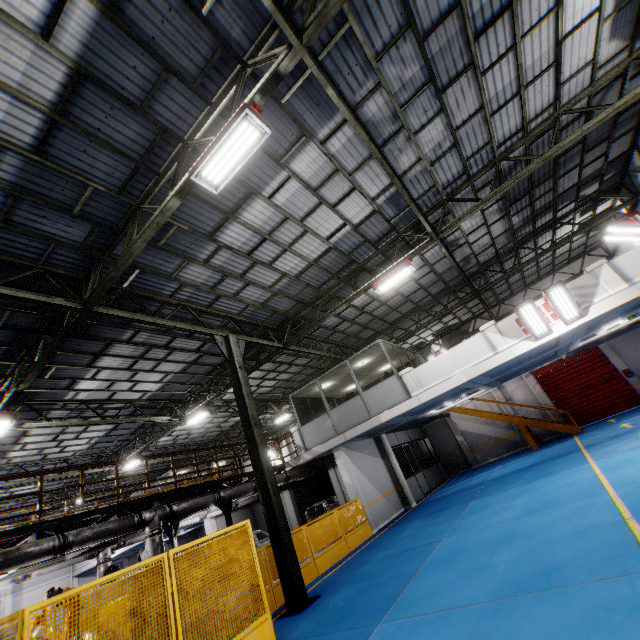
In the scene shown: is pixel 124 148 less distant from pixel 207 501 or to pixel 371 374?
pixel 207 501

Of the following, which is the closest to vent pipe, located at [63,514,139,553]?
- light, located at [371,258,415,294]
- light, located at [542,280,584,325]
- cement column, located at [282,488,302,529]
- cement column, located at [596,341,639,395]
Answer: cement column, located at [282,488,302,529]

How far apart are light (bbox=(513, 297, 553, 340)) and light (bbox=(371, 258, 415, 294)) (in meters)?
3.53

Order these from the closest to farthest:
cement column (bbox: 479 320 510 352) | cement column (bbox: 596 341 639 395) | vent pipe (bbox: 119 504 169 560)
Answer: vent pipe (bbox: 119 504 169 560), cement column (bbox: 479 320 510 352), cement column (bbox: 596 341 639 395)

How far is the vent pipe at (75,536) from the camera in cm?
865

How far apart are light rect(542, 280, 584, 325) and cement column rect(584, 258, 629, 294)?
1.0 meters

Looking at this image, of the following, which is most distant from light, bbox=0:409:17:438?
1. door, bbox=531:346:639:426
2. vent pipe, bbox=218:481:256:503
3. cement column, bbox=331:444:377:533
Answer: door, bbox=531:346:639:426

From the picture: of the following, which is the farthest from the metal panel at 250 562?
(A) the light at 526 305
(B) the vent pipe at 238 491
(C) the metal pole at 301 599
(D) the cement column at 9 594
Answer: (D) the cement column at 9 594
